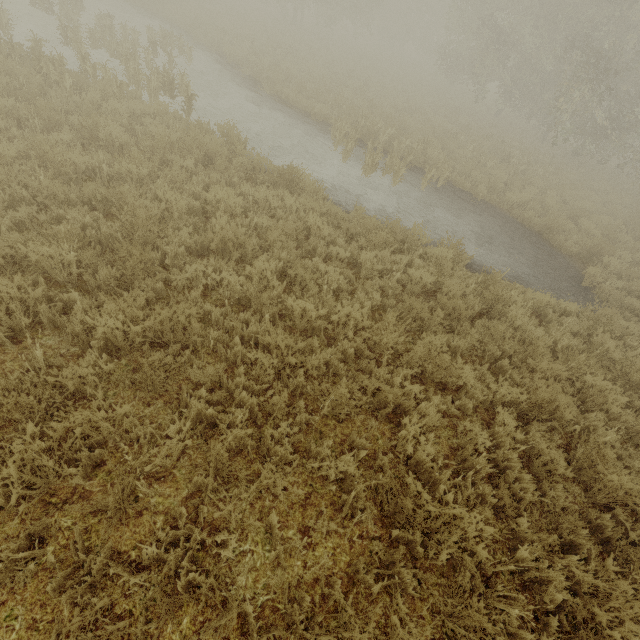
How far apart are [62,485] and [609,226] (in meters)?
15.93
